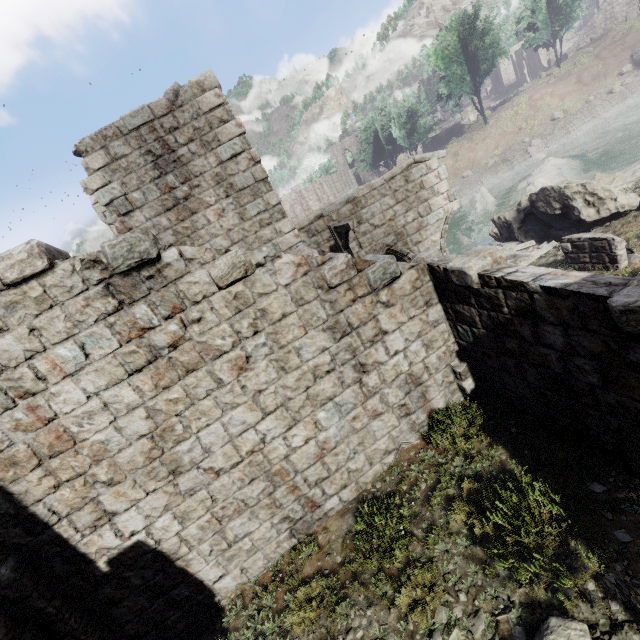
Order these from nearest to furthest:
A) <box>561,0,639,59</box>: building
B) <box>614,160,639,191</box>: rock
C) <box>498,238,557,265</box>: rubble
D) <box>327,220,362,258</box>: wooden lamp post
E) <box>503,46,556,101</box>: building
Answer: <box>327,220,362,258</box>: wooden lamp post
<box>498,238,557,265</box>: rubble
<box>614,160,639,191</box>: rock
<box>561,0,639,59</box>: building
<box>503,46,556,101</box>: building

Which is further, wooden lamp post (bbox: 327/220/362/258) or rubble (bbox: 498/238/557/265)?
rubble (bbox: 498/238/557/265)

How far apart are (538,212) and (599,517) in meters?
11.1

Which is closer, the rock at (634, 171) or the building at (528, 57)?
the rock at (634, 171)

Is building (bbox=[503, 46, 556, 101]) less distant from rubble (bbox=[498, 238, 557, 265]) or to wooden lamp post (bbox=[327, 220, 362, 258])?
rubble (bbox=[498, 238, 557, 265])

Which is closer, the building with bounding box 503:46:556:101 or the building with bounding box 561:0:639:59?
the building with bounding box 561:0:639:59

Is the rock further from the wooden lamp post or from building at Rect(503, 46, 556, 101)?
building at Rect(503, 46, 556, 101)

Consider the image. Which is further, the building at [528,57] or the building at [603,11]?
the building at [528,57]
